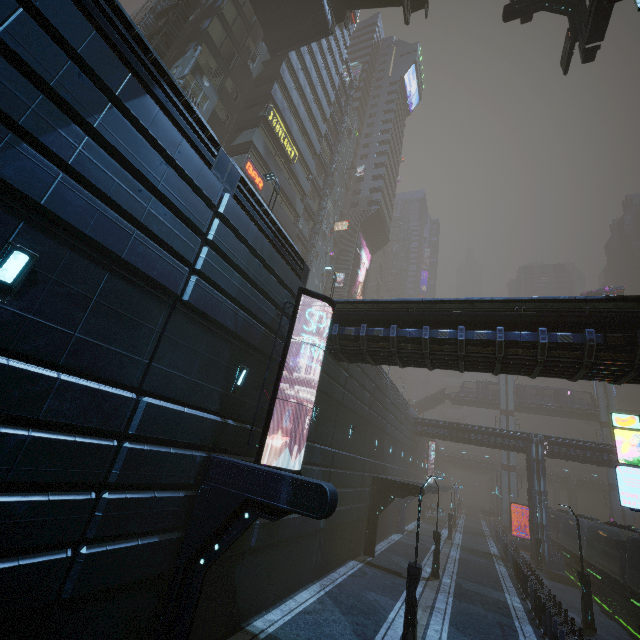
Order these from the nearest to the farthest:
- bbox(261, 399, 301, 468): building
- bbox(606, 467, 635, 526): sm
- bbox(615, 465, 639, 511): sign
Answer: bbox(615, 465, 639, 511): sign, bbox(261, 399, 301, 468): building, bbox(606, 467, 635, 526): sm

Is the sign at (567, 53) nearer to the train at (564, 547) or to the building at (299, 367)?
the building at (299, 367)

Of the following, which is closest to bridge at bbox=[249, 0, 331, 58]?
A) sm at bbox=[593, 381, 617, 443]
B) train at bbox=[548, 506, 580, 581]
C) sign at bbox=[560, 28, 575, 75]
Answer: sign at bbox=[560, 28, 575, 75]

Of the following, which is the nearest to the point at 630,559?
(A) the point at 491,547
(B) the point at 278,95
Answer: (A) the point at 491,547

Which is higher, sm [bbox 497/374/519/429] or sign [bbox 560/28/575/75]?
sign [bbox 560/28/575/75]

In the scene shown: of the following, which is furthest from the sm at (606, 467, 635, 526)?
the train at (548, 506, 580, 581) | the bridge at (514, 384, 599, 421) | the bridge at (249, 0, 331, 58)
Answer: the bridge at (249, 0, 331, 58)

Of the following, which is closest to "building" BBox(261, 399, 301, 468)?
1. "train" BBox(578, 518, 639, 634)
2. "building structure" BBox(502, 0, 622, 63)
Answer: "building structure" BBox(502, 0, 622, 63)

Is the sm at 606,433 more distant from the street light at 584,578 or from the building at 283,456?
the street light at 584,578
